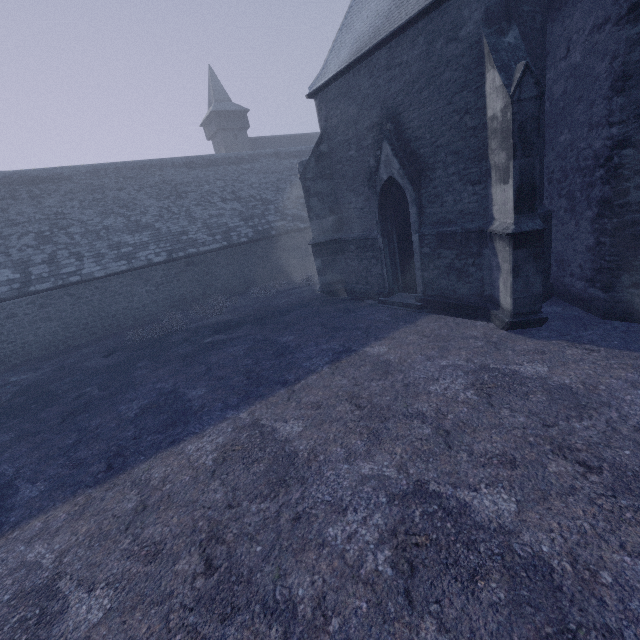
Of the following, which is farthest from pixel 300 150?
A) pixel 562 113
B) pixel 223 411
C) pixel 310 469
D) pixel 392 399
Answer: pixel 310 469
